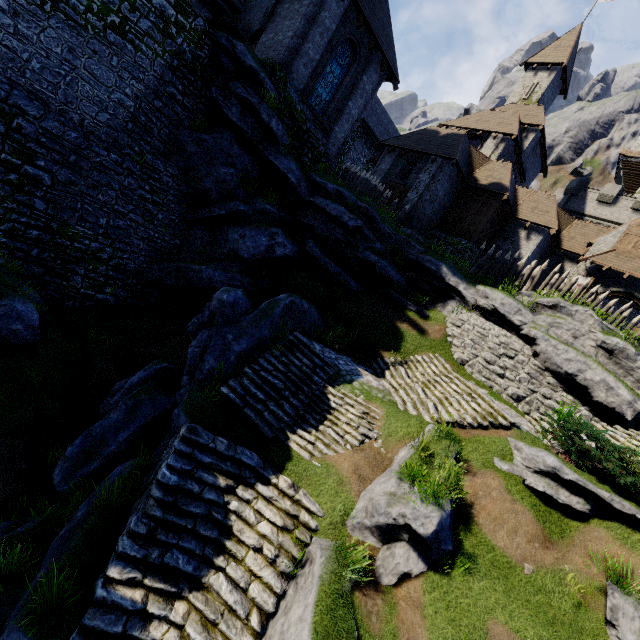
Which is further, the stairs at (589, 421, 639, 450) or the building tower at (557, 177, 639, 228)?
the building tower at (557, 177, 639, 228)

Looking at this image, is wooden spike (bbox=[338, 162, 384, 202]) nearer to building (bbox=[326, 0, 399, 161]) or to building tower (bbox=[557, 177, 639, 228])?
building (bbox=[326, 0, 399, 161])

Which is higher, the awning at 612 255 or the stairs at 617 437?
the awning at 612 255

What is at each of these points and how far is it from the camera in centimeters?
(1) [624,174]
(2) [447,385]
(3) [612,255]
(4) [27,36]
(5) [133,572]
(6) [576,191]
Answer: (1) building, 3950cm
(2) stairs, 1329cm
(3) awning, 1994cm
(4) building tower, 1016cm
(5) stairs, 591cm
(6) building tower, 3450cm

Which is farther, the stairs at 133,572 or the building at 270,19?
the building at 270,19

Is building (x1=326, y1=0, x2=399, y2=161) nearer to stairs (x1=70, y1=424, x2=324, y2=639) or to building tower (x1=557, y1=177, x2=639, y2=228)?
stairs (x1=70, y1=424, x2=324, y2=639)

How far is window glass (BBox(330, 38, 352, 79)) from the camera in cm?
1666

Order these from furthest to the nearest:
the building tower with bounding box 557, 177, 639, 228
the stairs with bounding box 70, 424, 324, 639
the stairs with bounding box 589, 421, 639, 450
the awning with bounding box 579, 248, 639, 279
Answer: the building tower with bounding box 557, 177, 639, 228 < the awning with bounding box 579, 248, 639, 279 < the stairs with bounding box 589, 421, 639, 450 < the stairs with bounding box 70, 424, 324, 639
